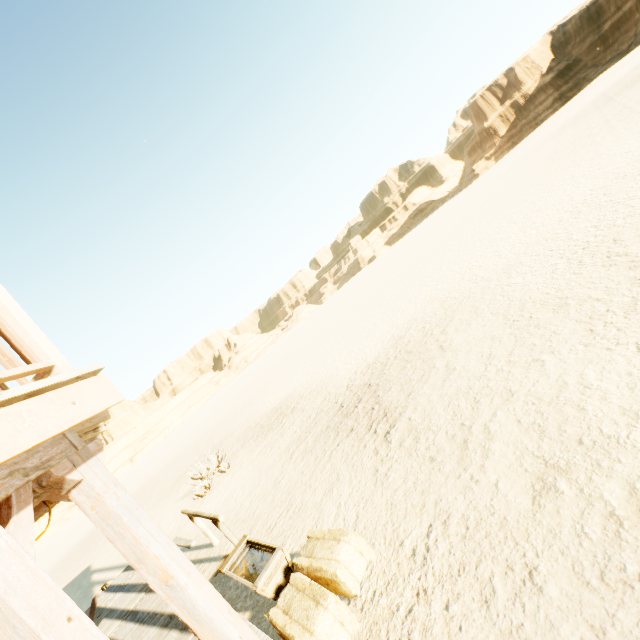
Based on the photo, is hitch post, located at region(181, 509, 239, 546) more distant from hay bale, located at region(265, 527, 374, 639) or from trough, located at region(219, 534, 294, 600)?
hay bale, located at region(265, 527, 374, 639)

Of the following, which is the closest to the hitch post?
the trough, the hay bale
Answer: the trough

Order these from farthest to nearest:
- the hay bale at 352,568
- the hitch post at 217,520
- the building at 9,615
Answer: the hitch post at 217,520 < the hay bale at 352,568 < the building at 9,615

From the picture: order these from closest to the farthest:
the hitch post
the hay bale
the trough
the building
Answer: the building, the hay bale, the trough, the hitch post

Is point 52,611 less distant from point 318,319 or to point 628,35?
point 318,319

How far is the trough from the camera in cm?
417

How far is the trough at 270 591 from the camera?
4.17m

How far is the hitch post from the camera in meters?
5.7
